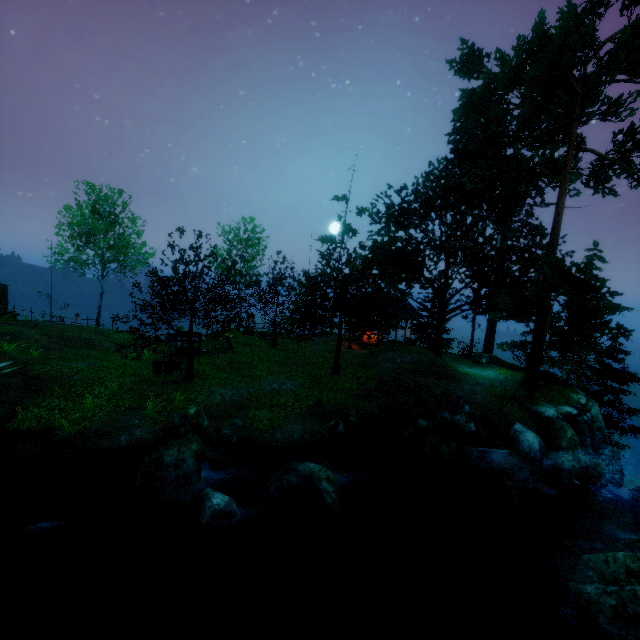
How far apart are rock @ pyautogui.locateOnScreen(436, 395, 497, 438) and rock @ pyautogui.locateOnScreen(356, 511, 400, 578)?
6.4 meters

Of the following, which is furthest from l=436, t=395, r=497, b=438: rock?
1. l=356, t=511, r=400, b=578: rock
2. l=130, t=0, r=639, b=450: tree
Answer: l=356, t=511, r=400, b=578: rock

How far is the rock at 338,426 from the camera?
13.5 meters

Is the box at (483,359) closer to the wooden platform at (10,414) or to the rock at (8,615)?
the rock at (8,615)

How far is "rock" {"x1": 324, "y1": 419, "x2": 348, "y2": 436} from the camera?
13.53m

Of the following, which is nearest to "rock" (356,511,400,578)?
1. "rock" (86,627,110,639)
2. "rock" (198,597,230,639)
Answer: "rock" (198,597,230,639)

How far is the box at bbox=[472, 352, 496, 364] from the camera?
24.0m

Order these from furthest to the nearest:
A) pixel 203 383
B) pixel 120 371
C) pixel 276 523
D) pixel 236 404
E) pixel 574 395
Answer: pixel 574 395 → pixel 120 371 → pixel 203 383 → pixel 236 404 → pixel 276 523
